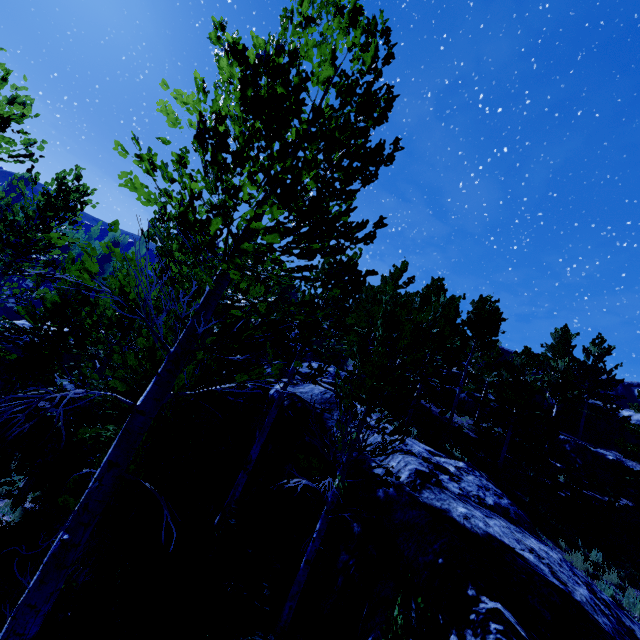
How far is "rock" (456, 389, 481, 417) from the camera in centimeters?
2523cm

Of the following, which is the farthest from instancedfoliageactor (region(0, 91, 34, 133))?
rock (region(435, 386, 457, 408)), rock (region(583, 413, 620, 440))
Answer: rock (region(435, 386, 457, 408))

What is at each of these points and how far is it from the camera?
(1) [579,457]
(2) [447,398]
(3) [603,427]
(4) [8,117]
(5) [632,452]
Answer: (1) rock, 20.6m
(2) rock, 26.1m
(3) rock, 27.0m
(4) instancedfoliageactor, 5.1m
(5) instancedfoliageactor, 16.5m

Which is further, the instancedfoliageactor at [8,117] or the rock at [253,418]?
the rock at [253,418]

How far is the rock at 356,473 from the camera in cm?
845

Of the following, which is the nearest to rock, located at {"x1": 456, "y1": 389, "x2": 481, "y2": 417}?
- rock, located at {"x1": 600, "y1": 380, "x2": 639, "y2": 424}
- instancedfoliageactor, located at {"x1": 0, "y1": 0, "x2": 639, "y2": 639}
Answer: instancedfoliageactor, located at {"x1": 0, "y1": 0, "x2": 639, "y2": 639}

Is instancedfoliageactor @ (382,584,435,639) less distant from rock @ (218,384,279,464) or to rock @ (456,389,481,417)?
rock @ (218,384,279,464)

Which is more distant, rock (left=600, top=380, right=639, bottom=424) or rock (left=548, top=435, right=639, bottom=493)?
rock (left=600, top=380, right=639, bottom=424)
